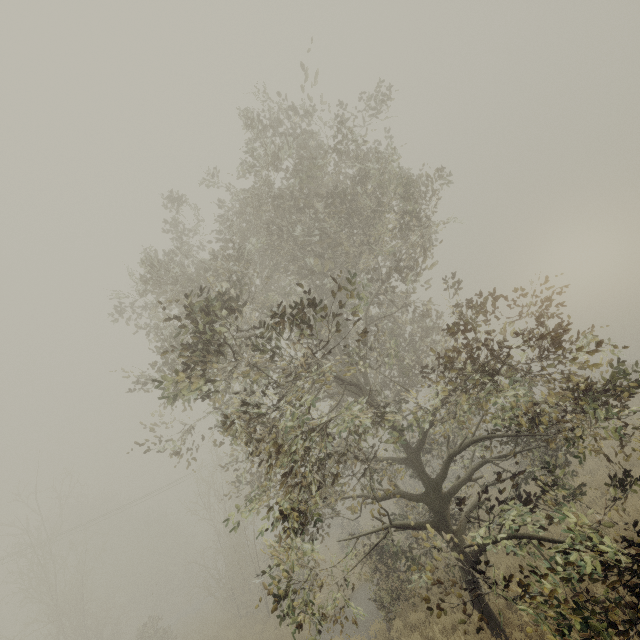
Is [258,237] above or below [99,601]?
above
